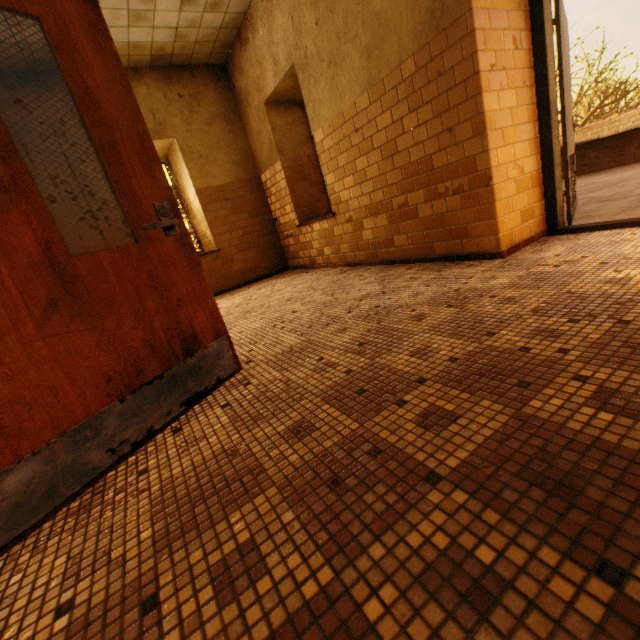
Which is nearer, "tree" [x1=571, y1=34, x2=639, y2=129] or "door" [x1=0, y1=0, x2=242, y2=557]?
"door" [x1=0, y1=0, x2=242, y2=557]

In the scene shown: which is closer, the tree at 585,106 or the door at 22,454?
the door at 22,454

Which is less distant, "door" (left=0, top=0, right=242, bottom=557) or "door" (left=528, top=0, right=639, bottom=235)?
"door" (left=0, top=0, right=242, bottom=557)

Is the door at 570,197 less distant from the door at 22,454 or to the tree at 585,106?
the door at 22,454

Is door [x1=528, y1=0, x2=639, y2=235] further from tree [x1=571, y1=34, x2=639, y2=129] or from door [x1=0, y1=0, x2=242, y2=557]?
tree [x1=571, y1=34, x2=639, y2=129]

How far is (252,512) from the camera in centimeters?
104cm

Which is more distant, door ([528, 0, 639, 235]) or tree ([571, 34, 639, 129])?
tree ([571, 34, 639, 129])

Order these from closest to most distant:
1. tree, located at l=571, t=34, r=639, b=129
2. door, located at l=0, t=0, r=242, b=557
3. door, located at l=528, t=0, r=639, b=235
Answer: door, located at l=0, t=0, r=242, b=557
door, located at l=528, t=0, r=639, b=235
tree, located at l=571, t=34, r=639, b=129
